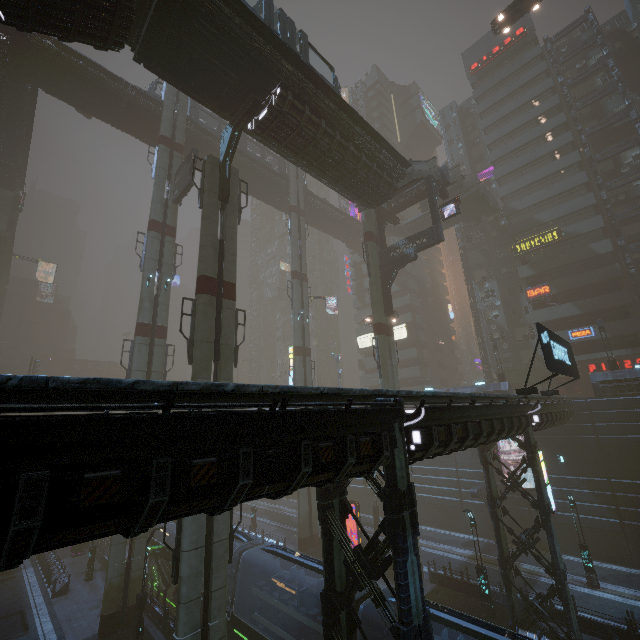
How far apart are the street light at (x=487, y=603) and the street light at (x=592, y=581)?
7.6m

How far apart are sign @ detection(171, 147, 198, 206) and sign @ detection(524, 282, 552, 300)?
38.7 meters

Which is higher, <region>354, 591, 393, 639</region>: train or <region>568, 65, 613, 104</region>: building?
<region>568, 65, 613, 104</region>: building

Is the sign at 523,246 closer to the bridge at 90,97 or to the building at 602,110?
the building at 602,110

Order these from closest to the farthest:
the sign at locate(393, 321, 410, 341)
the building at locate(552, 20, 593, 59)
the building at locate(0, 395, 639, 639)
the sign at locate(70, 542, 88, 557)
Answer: the building at locate(0, 395, 639, 639)
the sign at locate(70, 542, 88, 557)
the building at locate(552, 20, 593, 59)
the sign at locate(393, 321, 410, 341)

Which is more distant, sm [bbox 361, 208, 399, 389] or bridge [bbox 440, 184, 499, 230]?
bridge [bbox 440, 184, 499, 230]

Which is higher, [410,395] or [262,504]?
[410,395]

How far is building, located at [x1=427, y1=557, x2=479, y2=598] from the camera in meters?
20.9
